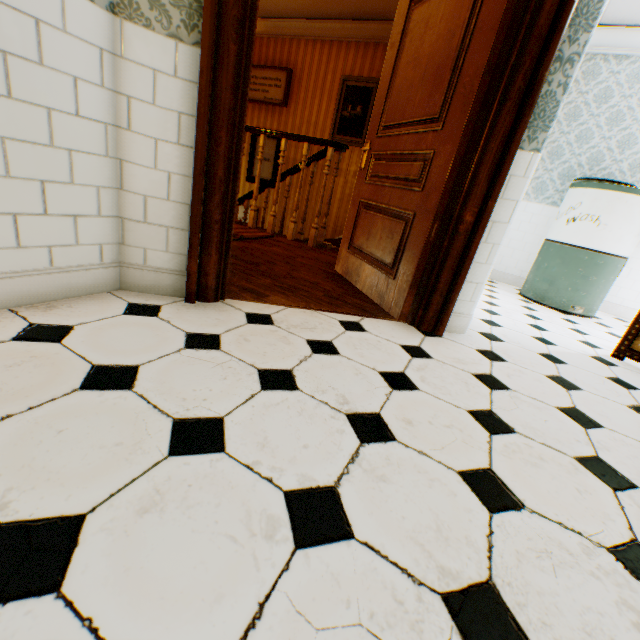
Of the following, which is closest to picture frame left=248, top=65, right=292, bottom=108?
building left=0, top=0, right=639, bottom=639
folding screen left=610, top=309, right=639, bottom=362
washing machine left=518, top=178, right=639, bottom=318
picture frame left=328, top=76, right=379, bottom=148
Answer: building left=0, top=0, right=639, bottom=639

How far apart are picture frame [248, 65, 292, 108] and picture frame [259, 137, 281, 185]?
0.4 meters

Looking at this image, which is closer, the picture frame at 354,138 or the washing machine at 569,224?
the washing machine at 569,224

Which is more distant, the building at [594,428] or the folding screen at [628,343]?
the folding screen at [628,343]

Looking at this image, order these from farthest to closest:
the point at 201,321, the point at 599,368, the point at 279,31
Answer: the point at 279,31, the point at 599,368, the point at 201,321

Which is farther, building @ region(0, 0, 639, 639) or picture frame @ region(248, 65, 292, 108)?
picture frame @ region(248, 65, 292, 108)

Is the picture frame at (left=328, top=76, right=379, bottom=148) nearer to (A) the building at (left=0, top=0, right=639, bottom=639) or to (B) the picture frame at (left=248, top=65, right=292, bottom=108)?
(A) the building at (left=0, top=0, right=639, bottom=639)

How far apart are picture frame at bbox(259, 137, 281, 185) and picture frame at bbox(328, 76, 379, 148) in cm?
96
